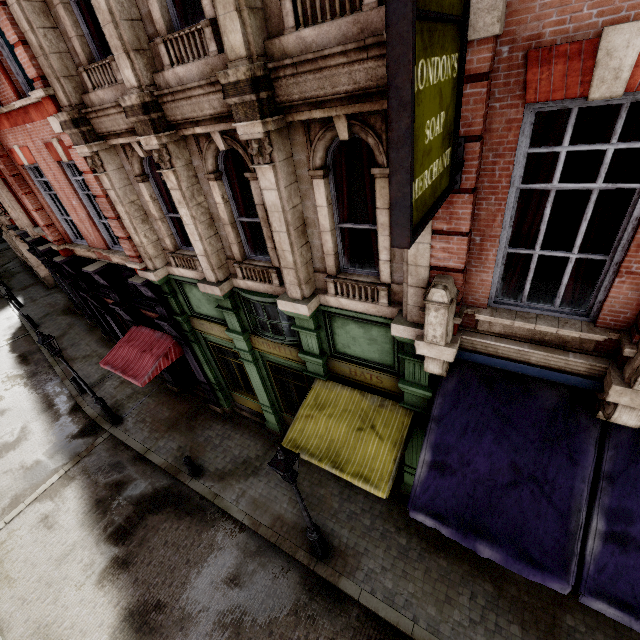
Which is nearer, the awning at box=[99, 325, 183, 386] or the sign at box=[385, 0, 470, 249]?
the sign at box=[385, 0, 470, 249]

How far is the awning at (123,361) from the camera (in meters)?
10.46

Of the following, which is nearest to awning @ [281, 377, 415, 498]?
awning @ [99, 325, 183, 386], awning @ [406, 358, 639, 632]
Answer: awning @ [406, 358, 639, 632]

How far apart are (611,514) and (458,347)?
3.2 meters

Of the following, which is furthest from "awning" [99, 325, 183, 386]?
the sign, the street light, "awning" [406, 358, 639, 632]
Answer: the sign

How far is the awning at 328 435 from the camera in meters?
6.4

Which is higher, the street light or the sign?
the sign

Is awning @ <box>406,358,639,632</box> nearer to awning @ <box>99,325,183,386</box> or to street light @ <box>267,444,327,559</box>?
street light @ <box>267,444,327,559</box>
